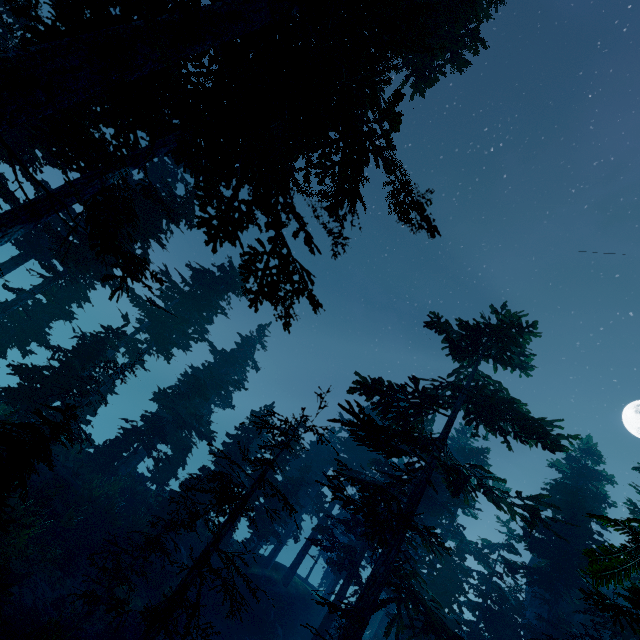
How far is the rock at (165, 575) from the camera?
18.2m

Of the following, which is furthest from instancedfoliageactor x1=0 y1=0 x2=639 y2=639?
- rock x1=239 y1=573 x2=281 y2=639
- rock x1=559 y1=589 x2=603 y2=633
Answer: rock x1=239 y1=573 x2=281 y2=639

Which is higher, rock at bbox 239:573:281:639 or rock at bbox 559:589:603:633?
rock at bbox 559:589:603:633

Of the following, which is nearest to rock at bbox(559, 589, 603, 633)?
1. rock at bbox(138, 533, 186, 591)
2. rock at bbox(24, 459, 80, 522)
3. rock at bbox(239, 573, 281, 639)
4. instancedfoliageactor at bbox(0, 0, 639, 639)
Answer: instancedfoliageactor at bbox(0, 0, 639, 639)

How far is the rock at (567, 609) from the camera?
22.0 meters

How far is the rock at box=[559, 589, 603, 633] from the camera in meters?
22.0

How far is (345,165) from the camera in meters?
7.8

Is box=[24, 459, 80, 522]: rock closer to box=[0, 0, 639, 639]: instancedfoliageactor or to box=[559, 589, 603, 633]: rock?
box=[0, 0, 639, 639]: instancedfoliageactor
